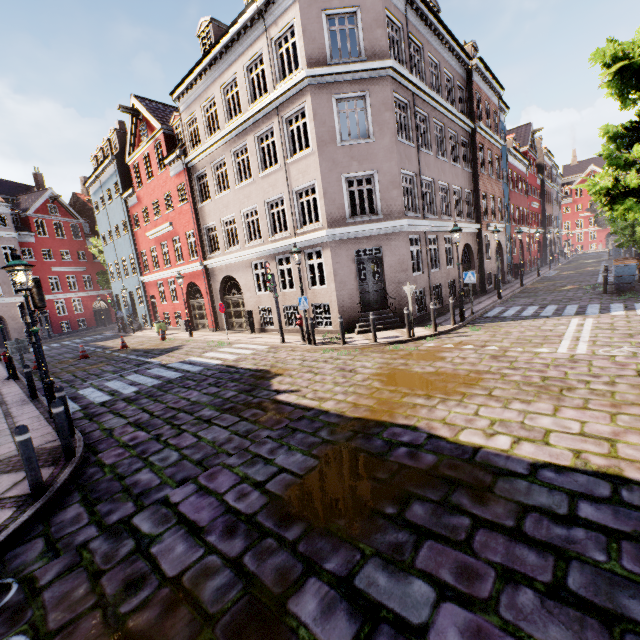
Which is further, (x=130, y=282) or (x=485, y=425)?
(x=130, y=282)

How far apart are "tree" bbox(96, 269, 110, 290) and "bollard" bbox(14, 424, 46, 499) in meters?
34.4

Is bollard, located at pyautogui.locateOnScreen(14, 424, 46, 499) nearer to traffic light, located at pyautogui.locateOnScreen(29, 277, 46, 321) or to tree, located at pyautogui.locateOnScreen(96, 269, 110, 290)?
traffic light, located at pyautogui.locateOnScreen(29, 277, 46, 321)

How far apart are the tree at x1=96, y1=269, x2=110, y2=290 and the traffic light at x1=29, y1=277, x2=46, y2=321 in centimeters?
2987cm

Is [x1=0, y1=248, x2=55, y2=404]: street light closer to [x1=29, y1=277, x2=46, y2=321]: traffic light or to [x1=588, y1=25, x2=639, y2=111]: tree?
[x1=29, y1=277, x2=46, y2=321]: traffic light

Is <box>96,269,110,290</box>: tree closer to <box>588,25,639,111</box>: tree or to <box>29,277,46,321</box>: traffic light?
<box>29,277,46,321</box>: traffic light

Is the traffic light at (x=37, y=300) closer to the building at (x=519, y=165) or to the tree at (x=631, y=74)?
the building at (x=519, y=165)

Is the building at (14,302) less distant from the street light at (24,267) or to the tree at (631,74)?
the street light at (24,267)
